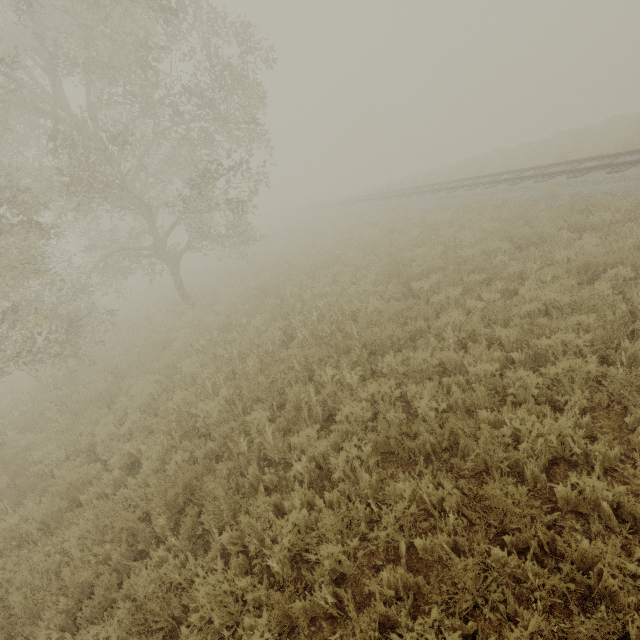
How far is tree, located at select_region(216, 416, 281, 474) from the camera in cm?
498

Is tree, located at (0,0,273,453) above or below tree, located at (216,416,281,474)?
above

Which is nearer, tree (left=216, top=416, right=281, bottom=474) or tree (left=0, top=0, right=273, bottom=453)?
tree (left=216, top=416, right=281, bottom=474)

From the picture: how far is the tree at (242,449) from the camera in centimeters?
498cm

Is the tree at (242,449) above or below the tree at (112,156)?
below

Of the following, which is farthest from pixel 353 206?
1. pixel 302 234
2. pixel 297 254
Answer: pixel 297 254
